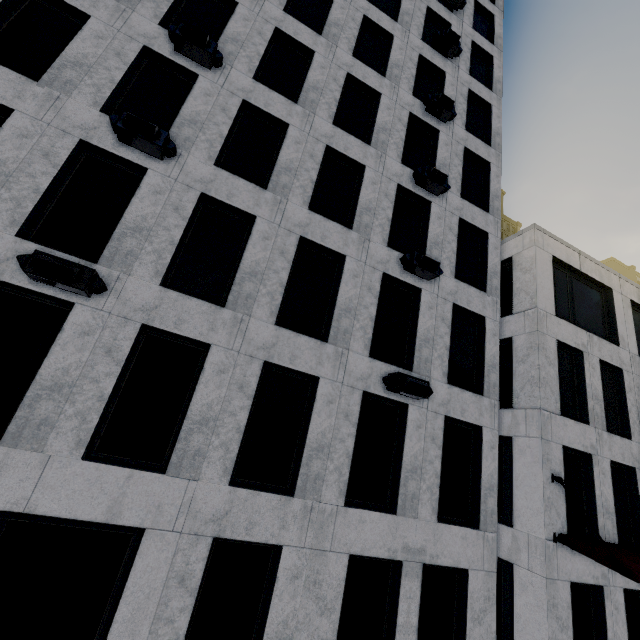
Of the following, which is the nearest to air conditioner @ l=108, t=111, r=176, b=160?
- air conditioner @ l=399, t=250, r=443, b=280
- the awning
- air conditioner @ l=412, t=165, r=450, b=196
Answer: air conditioner @ l=399, t=250, r=443, b=280

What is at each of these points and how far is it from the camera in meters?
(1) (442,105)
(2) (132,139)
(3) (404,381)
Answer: (1) air conditioner, 12.9
(2) air conditioner, 7.8
(3) air conditioner, 8.7

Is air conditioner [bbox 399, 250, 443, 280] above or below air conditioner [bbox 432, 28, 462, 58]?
below

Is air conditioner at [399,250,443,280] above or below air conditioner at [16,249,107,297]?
above

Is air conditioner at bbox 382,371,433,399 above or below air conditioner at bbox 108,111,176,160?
below

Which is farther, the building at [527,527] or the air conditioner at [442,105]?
the air conditioner at [442,105]

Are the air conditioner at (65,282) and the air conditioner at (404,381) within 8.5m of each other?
yes

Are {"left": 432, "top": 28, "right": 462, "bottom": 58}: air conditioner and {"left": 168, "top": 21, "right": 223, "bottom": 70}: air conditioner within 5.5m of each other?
no
